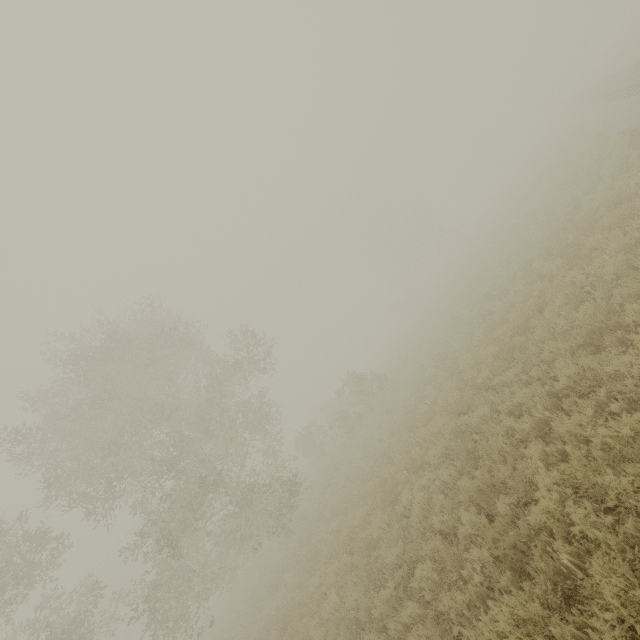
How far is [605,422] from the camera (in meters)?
4.76
